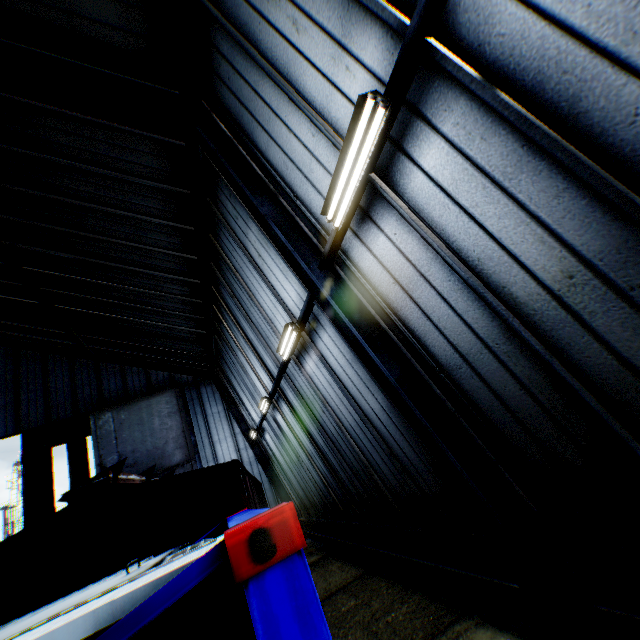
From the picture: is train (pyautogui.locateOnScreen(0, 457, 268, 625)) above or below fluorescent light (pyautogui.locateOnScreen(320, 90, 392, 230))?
below

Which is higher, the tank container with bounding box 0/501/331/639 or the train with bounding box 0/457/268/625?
the train with bounding box 0/457/268/625

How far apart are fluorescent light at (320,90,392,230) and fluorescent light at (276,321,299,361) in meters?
3.1

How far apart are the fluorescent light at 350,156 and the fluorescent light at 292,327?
3.07m

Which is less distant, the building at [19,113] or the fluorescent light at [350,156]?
the building at [19,113]

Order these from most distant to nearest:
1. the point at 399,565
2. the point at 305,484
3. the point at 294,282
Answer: the point at 305,484 < the point at 399,565 < the point at 294,282

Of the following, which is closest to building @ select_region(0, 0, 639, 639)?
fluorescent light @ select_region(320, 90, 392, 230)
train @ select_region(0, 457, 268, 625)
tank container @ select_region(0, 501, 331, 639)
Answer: fluorescent light @ select_region(320, 90, 392, 230)

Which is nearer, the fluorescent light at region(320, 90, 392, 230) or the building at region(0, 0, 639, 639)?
the building at region(0, 0, 639, 639)
